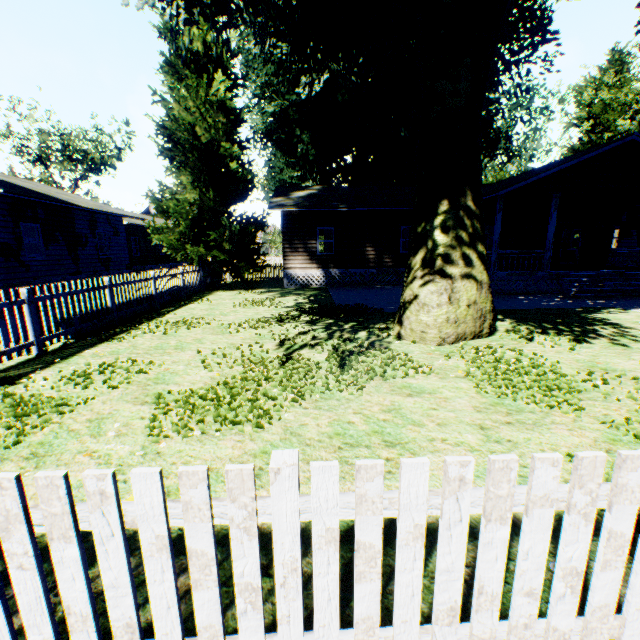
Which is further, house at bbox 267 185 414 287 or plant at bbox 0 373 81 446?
house at bbox 267 185 414 287

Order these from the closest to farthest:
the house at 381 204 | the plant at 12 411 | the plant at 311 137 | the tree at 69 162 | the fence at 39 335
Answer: the plant at 12 411 → the fence at 39 335 → the plant at 311 137 → the house at 381 204 → the tree at 69 162

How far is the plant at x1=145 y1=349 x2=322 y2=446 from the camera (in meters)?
4.07

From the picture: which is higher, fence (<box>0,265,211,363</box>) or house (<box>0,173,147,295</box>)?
house (<box>0,173,147,295</box>)

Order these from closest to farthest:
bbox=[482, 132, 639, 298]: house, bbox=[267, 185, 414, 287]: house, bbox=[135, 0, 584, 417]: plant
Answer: bbox=[135, 0, 584, 417]: plant
bbox=[482, 132, 639, 298]: house
bbox=[267, 185, 414, 287]: house

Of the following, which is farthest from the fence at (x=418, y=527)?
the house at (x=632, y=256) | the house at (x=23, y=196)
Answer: the house at (x=23, y=196)

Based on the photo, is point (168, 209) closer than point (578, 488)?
No

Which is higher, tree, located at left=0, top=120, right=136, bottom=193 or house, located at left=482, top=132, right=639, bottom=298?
tree, located at left=0, top=120, right=136, bottom=193
